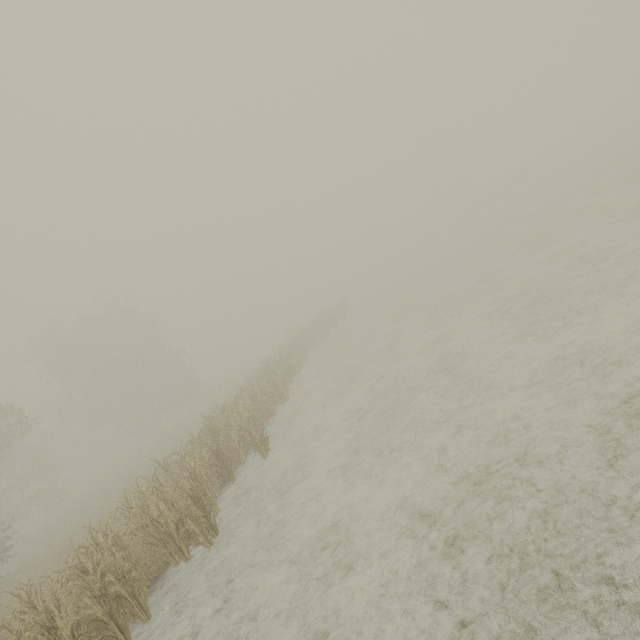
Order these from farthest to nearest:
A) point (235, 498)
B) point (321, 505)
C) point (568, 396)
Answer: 1. point (235, 498)
2. point (321, 505)
3. point (568, 396)
